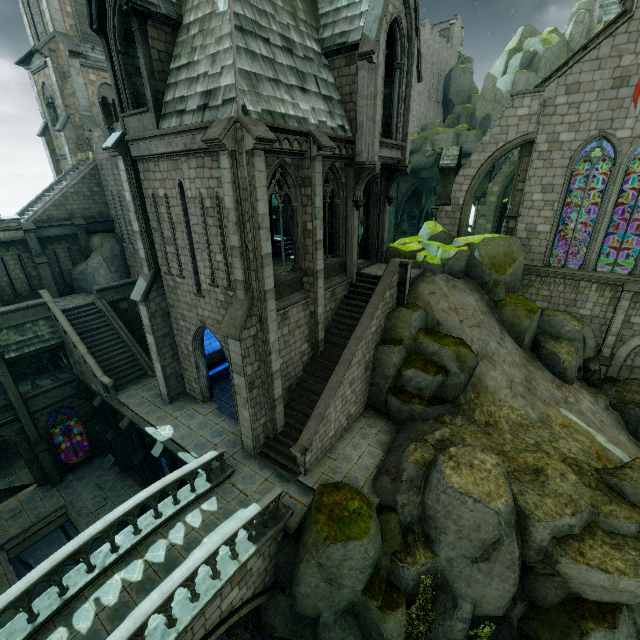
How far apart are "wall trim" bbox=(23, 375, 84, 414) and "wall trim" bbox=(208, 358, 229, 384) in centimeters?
843cm

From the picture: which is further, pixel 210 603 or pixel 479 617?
pixel 479 617

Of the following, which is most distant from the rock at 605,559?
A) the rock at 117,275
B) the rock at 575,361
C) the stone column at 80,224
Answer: the stone column at 80,224

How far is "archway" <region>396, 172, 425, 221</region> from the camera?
43.2 meters

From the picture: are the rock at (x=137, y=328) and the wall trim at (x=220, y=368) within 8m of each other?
yes

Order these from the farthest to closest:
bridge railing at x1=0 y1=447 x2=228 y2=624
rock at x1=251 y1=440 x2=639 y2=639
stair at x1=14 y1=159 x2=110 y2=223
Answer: stair at x1=14 y1=159 x2=110 y2=223, rock at x1=251 y1=440 x2=639 y2=639, bridge railing at x1=0 y1=447 x2=228 y2=624

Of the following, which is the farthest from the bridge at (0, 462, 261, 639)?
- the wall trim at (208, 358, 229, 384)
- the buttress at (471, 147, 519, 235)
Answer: the buttress at (471, 147, 519, 235)

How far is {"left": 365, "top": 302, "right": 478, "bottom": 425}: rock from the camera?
14.9m
